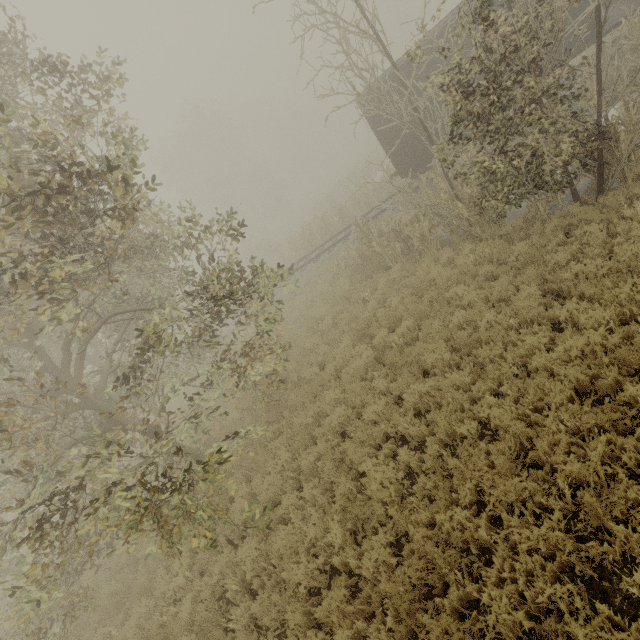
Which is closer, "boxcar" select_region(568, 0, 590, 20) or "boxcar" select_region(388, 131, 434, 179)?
"boxcar" select_region(568, 0, 590, 20)

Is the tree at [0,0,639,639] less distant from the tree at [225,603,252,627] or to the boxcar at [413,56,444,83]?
the tree at [225,603,252,627]

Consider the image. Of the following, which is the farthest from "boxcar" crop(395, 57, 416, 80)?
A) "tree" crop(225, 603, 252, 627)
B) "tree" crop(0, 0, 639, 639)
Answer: "tree" crop(225, 603, 252, 627)

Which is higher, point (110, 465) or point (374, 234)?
point (110, 465)

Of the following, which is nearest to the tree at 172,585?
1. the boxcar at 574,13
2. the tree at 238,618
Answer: the tree at 238,618

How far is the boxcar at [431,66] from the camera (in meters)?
12.22

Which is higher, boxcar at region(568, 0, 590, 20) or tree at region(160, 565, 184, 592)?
boxcar at region(568, 0, 590, 20)
